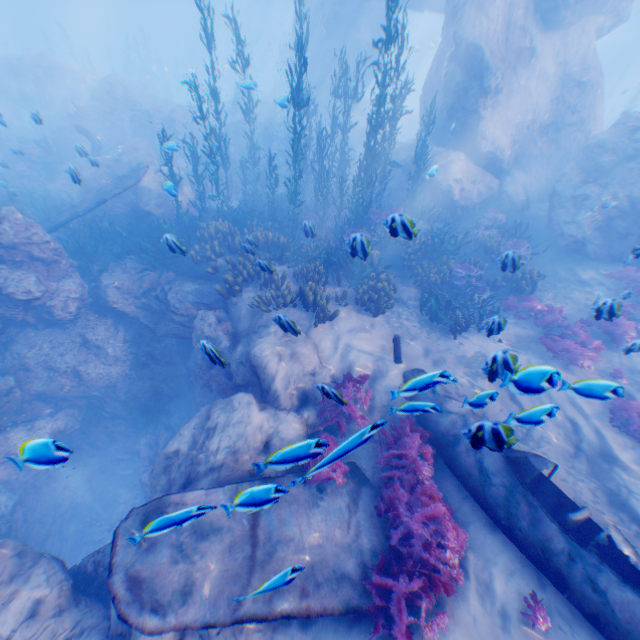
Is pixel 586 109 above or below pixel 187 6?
below

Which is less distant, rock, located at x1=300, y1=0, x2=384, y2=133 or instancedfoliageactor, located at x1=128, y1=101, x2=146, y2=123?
instancedfoliageactor, located at x1=128, y1=101, x2=146, y2=123

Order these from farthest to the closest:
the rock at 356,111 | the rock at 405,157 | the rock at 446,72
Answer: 1. the rock at 356,111
2. the rock at 405,157
3. the rock at 446,72

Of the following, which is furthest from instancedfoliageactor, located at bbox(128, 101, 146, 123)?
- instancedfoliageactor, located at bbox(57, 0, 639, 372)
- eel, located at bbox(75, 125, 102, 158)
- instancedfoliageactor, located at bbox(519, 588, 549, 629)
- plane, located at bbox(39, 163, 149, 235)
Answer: instancedfoliageactor, located at bbox(519, 588, 549, 629)

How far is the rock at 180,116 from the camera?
22.09m

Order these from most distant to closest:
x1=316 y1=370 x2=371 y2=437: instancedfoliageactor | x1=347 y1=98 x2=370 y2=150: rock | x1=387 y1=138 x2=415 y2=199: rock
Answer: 1. x1=347 y1=98 x2=370 y2=150: rock
2. x1=387 y1=138 x2=415 y2=199: rock
3. x1=316 y1=370 x2=371 y2=437: instancedfoliageactor

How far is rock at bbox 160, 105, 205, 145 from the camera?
22.09m

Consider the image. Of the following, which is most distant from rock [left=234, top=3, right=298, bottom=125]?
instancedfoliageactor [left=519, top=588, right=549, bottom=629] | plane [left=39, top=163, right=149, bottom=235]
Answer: instancedfoliageactor [left=519, top=588, right=549, bottom=629]
